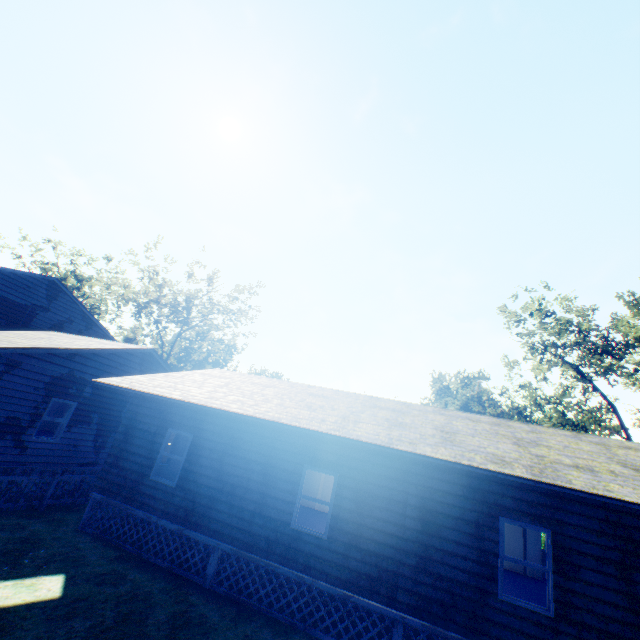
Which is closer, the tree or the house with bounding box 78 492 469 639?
the house with bounding box 78 492 469 639

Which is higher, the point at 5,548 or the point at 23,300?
the point at 23,300

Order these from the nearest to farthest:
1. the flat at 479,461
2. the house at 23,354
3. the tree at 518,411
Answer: the flat at 479,461
the house at 23,354
the tree at 518,411

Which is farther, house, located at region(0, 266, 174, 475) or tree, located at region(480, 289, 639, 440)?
tree, located at region(480, 289, 639, 440)

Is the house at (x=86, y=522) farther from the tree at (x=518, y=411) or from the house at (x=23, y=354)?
the tree at (x=518, y=411)

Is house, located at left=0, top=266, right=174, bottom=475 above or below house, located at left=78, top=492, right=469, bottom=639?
above

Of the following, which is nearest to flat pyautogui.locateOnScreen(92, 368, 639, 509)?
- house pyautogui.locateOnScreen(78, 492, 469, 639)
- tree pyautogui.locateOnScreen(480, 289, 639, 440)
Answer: house pyautogui.locateOnScreen(78, 492, 469, 639)

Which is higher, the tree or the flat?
the tree
